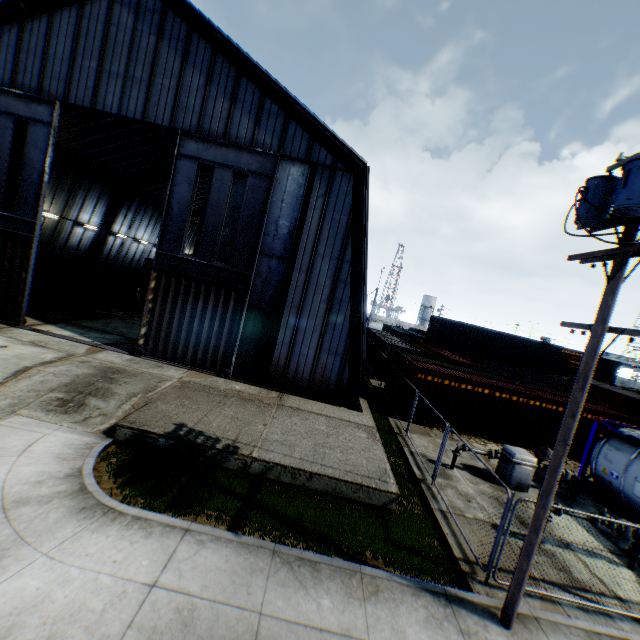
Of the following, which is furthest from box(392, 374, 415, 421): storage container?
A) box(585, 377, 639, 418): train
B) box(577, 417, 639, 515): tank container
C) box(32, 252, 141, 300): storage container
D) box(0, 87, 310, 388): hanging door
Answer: box(32, 252, 141, 300): storage container

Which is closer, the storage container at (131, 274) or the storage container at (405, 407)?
the storage container at (405, 407)

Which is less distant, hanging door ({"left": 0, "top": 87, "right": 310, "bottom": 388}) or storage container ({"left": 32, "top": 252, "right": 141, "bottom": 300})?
hanging door ({"left": 0, "top": 87, "right": 310, "bottom": 388})

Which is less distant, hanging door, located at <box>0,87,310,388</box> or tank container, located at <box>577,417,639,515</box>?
tank container, located at <box>577,417,639,515</box>

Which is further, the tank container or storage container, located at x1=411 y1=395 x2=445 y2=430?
storage container, located at x1=411 y1=395 x2=445 y2=430

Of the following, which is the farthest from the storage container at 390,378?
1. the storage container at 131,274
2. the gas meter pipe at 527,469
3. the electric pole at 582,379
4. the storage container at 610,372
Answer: the storage container at 131,274

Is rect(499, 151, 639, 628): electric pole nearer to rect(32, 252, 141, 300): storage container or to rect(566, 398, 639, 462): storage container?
rect(566, 398, 639, 462): storage container

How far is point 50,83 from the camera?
14.6 meters
